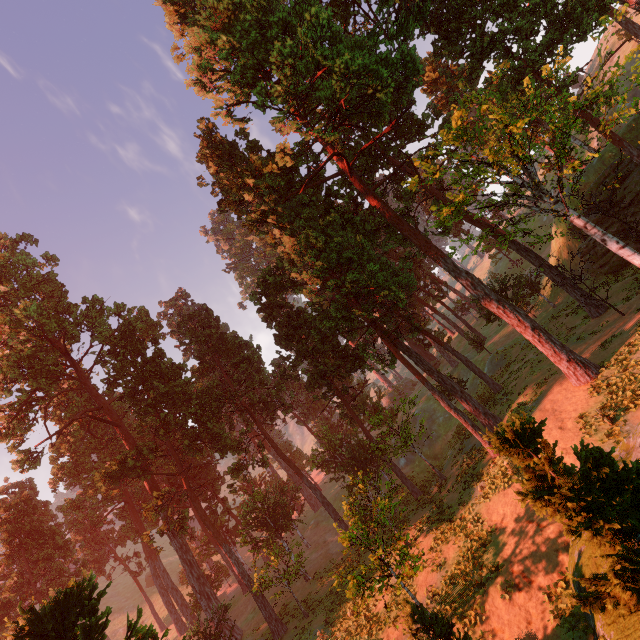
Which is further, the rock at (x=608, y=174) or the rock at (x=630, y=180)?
the rock at (x=608, y=174)

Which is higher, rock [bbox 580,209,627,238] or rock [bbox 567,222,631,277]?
rock [bbox 580,209,627,238]

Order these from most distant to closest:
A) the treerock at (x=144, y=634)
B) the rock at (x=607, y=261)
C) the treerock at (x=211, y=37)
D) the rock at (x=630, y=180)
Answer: the rock at (x=607, y=261), the rock at (x=630, y=180), the treerock at (x=211, y=37), the treerock at (x=144, y=634)

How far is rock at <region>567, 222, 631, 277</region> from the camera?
28.11m

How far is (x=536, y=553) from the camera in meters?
12.7
